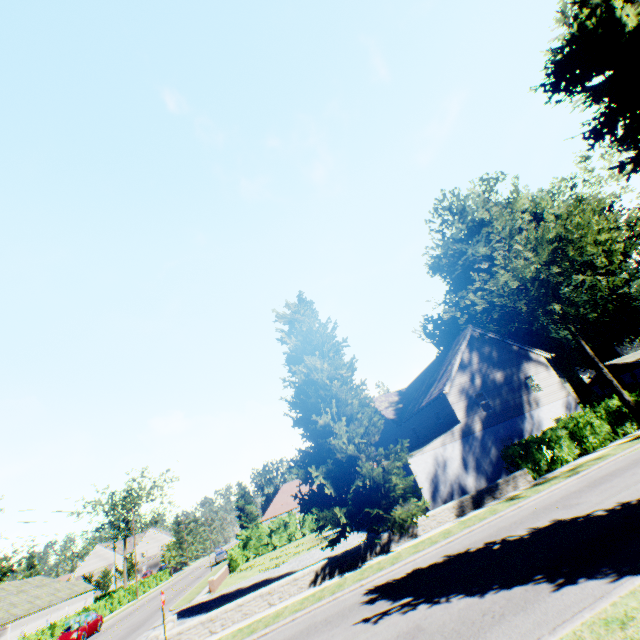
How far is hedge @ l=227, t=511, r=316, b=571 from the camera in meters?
34.6

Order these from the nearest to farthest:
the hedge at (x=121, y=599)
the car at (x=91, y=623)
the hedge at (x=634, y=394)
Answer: the hedge at (x=634, y=394) → the car at (x=91, y=623) → the hedge at (x=121, y=599)

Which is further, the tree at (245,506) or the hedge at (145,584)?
the tree at (245,506)

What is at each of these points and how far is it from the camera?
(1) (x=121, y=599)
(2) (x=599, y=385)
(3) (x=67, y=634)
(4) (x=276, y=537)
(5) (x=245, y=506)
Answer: (1) hedge, 42.8m
(2) house, 47.6m
(3) car, 26.0m
(4) hedge, 39.7m
(5) tree, 54.9m

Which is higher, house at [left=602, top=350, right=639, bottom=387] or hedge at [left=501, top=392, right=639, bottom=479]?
house at [left=602, top=350, right=639, bottom=387]

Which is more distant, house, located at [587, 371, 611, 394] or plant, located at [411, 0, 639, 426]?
house, located at [587, 371, 611, 394]

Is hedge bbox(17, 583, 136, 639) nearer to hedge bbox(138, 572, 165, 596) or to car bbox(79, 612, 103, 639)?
car bbox(79, 612, 103, 639)

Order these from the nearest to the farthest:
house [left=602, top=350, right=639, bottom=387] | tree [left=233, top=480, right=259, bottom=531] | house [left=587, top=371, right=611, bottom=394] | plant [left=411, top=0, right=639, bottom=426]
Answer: plant [left=411, top=0, right=639, bottom=426], house [left=602, top=350, right=639, bottom=387], house [left=587, top=371, right=611, bottom=394], tree [left=233, top=480, right=259, bottom=531]
